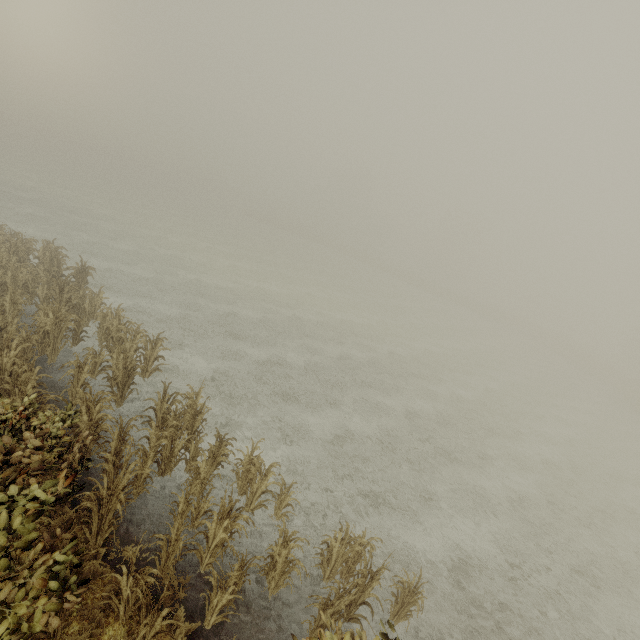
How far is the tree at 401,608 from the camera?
6.4m

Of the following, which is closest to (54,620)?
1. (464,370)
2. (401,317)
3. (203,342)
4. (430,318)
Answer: (203,342)

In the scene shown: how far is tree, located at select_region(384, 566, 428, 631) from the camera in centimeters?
635cm

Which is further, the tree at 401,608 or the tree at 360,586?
the tree at 401,608

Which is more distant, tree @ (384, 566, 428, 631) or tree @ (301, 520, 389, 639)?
tree @ (384, 566, 428, 631)
